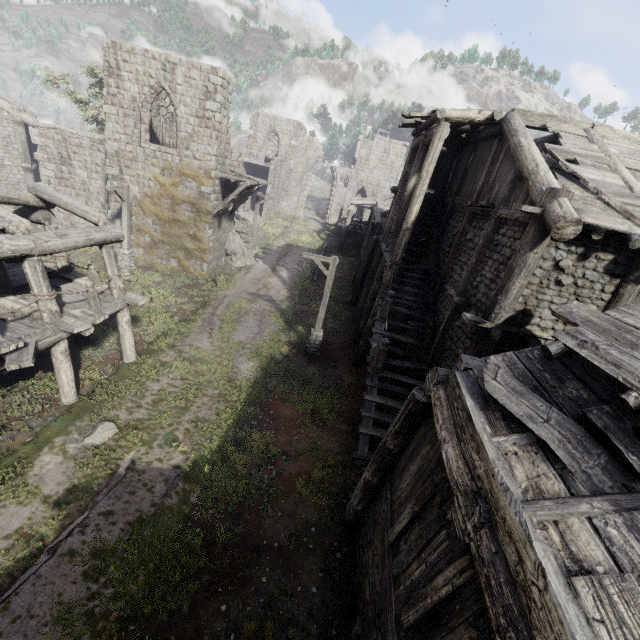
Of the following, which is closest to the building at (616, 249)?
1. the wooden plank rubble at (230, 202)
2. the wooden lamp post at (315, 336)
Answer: the wooden plank rubble at (230, 202)

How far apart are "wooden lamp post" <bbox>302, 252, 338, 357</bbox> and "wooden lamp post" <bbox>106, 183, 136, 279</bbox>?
10.6m

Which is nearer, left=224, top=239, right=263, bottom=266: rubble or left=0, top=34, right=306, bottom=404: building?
left=0, top=34, right=306, bottom=404: building

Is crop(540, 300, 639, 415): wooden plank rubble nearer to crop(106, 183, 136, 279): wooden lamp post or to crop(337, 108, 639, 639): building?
crop(337, 108, 639, 639): building

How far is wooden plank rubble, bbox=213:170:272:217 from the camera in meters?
19.0 m

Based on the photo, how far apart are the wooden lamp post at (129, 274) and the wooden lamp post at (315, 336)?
10.6m

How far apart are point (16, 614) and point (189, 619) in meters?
2.8 m

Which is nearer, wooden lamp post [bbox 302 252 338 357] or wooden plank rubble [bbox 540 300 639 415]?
wooden plank rubble [bbox 540 300 639 415]
